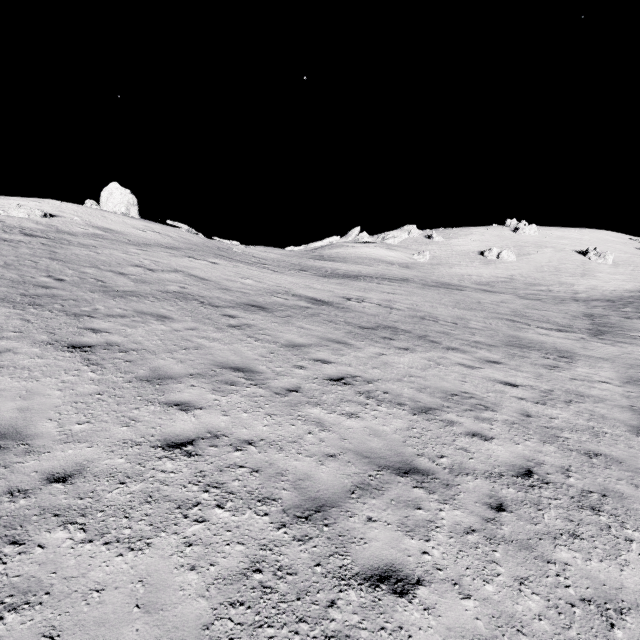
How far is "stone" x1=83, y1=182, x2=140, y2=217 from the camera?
31.53m

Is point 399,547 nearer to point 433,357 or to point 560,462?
point 560,462

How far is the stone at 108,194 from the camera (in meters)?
31.53
